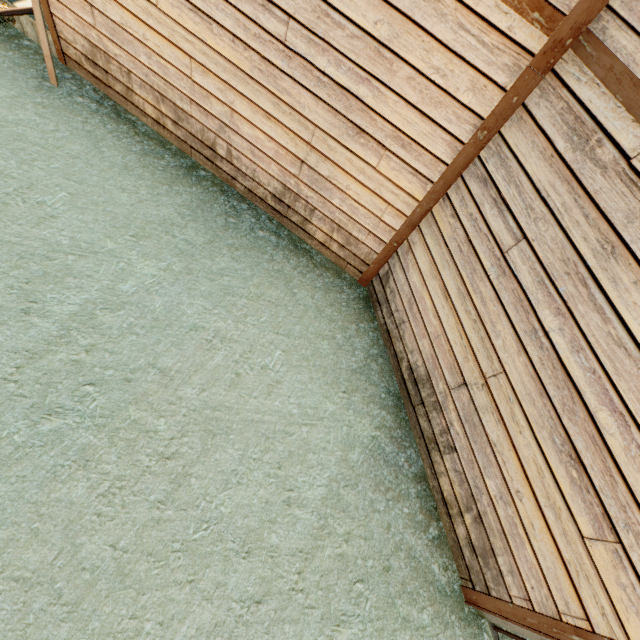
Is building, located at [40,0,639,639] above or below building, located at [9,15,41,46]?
above

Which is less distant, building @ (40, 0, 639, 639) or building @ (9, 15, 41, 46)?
building @ (40, 0, 639, 639)

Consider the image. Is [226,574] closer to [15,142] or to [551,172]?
[551,172]

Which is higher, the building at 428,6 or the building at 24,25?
the building at 428,6

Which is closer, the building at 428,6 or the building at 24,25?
the building at 428,6

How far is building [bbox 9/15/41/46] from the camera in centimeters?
516cm
